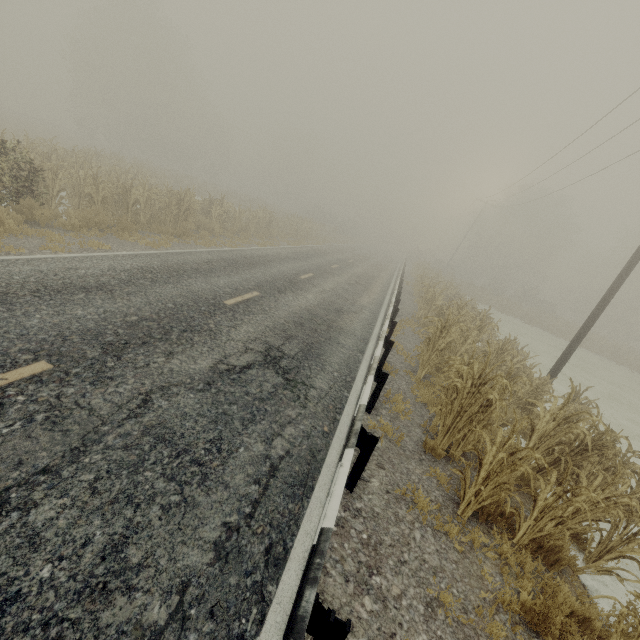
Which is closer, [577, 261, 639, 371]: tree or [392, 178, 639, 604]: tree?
[392, 178, 639, 604]: tree

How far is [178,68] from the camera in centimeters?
4141cm

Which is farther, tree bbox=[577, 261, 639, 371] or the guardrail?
A: tree bbox=[577, 261, 639, 371]

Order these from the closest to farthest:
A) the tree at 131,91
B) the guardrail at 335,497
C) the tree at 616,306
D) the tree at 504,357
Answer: the guardrail at 335,497
the tree at 504,357
the tree at 131,91
the tree at 616,306

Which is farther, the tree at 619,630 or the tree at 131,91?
the tree at 131,91

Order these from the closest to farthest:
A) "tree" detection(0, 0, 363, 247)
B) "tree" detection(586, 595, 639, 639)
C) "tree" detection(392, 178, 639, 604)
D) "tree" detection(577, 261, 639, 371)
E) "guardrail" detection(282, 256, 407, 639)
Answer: "guardrail" detection(282, 256, 407, 639) < "tree" detection(586, 595, 639, 639) < "tree" detection(392, 178, 639, 604) < "tree" detection(0, 0, 363, 247) < "tree" detection(577, 261, 639, 371)
